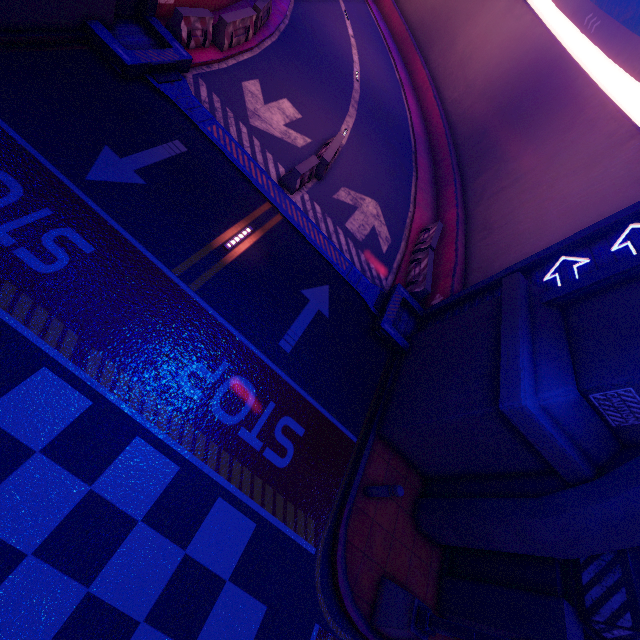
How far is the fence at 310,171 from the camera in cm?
1030

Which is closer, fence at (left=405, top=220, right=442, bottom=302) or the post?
the post

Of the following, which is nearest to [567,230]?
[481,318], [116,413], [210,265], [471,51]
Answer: [481,318]

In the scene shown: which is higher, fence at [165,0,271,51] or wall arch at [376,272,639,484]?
wall arch at [376,272,639,484]

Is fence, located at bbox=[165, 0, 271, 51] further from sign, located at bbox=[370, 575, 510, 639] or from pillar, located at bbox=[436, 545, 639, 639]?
pillar, located at bbox=[436, 545, 639, 639]

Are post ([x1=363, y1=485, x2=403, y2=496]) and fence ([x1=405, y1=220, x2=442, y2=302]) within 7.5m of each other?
yes

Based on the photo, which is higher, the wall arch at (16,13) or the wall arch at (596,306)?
the wall arch at (596,306)

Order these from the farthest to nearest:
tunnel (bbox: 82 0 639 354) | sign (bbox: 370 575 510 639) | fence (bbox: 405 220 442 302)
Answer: fence (bbox: 405 220 442 302) → tunnel (bbox: 82 0 639 354) → sign (bbox: 370 575 510 639)
